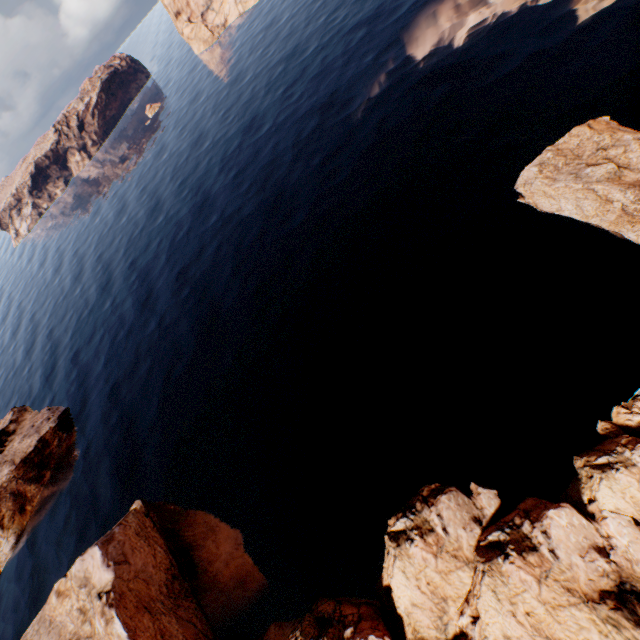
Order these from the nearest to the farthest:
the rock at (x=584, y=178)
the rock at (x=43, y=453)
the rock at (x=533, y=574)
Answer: the rock at (x=533, y=574) → the rock at (x=584, y=178) → the rock at (x=43, y=453)

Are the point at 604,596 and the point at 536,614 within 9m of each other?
yes

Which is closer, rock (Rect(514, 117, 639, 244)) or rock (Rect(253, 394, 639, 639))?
rock (Rect(253, 394, 639, 639))

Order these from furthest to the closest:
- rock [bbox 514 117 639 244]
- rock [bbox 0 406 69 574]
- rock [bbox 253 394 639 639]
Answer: rock [bbox 0 406 69 574] < rock [bbox 514 117 639 244] < rock [bbox 253 394 639 639]

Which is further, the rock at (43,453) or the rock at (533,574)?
the rock at (43,453)
